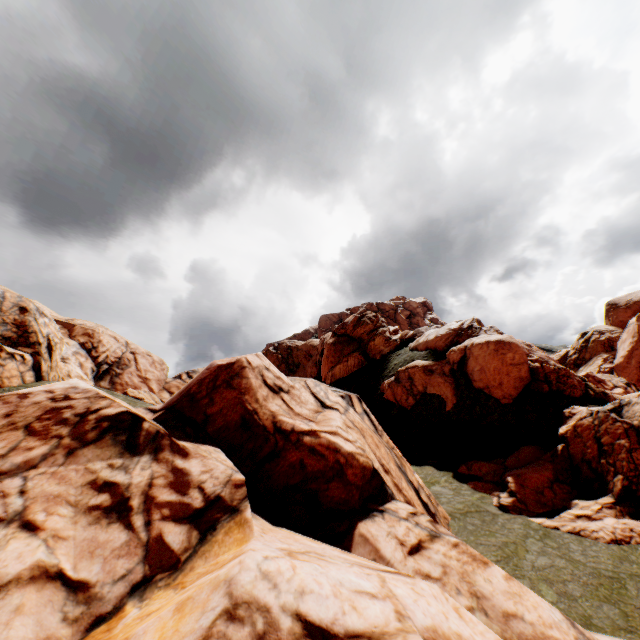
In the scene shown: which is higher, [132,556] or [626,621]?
[132,556]
